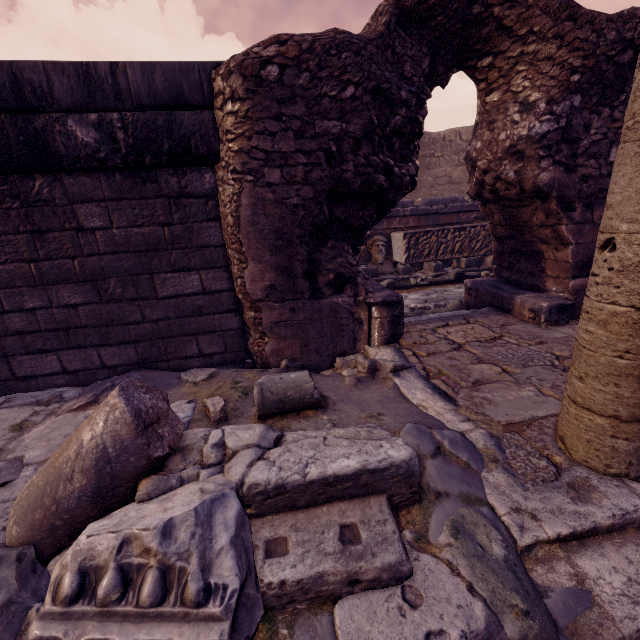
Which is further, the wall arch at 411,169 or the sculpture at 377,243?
the sculpture at 377,243

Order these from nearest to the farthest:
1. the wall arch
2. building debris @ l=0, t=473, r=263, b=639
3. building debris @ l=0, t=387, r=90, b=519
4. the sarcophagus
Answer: building debris @ l=0, t=473, r=263, b=639 → building debris @ l=0, t=387, r=90, b=519 → the wall arch → the sarcophagus

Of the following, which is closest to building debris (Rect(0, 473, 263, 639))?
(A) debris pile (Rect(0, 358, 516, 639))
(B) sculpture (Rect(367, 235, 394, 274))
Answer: (A) debris pile (Rect(0, 358, 516, 639))

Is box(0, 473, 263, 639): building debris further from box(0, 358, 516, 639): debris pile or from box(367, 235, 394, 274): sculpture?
box(367, 235, 394, 274): sculpture

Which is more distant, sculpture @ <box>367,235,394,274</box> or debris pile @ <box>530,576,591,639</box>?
sculpture @ <box>367,235,394,274</box>

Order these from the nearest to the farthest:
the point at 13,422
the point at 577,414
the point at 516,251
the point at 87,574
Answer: the point at 87,574
the point at 577,414
the point at 13,422
the point at 516,251

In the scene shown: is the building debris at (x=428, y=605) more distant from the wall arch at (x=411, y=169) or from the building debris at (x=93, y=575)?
the wall arch at (x=411, y=169)

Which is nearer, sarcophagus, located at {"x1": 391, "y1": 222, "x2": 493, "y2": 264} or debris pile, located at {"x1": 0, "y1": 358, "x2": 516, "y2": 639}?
debris pile, located at {"x1": 0, "y1": 358, "x2": 516, "y2": 639}
